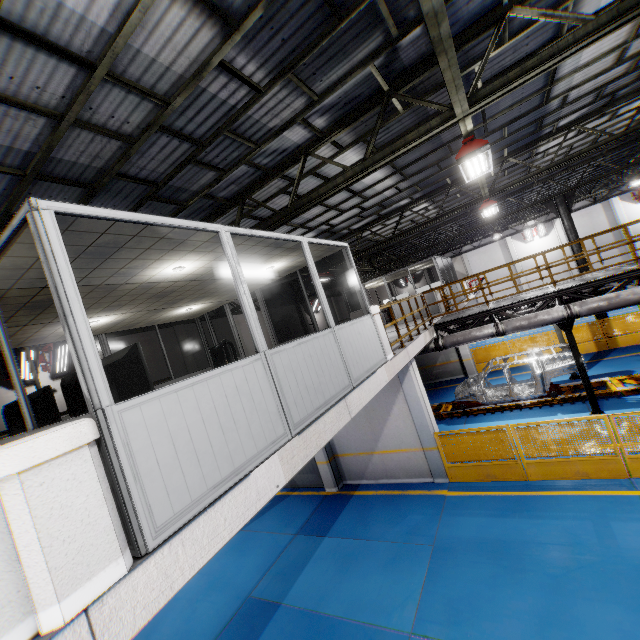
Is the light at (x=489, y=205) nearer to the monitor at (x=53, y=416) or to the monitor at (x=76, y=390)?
the monitor at (x=76, y=390)

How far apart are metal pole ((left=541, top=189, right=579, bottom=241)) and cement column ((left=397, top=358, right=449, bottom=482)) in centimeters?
1269cm

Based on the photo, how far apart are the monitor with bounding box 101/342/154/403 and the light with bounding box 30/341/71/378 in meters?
10.0 m

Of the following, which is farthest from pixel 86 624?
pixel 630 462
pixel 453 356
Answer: pixel 453 356

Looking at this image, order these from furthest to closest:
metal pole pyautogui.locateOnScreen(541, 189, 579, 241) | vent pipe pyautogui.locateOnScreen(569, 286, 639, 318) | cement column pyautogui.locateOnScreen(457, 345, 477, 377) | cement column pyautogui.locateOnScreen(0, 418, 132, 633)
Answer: cement column pyautogui.locateOnScreen(457, 345, 477, 377) < metal pole pyautogui.locateOnScreen(541, 189, 579, 241) < vent pipe pyautogui.locateOnScreen(569, 286, 639, 318) < cement column pyautogui.locateOnScreen(0, 418, 132, 633)

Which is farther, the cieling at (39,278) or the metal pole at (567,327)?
the metal pole at (567,327)

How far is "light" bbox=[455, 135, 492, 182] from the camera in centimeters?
609cm

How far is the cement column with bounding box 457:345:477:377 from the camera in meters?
18.4
